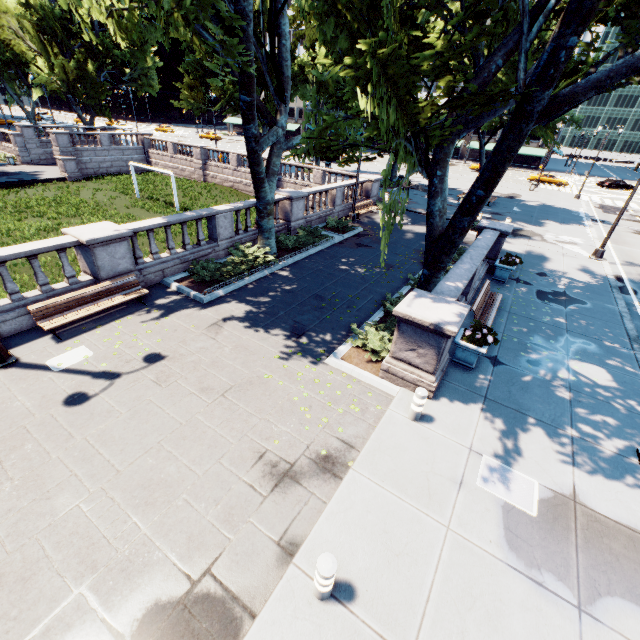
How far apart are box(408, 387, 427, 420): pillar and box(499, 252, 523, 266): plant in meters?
9.9 m

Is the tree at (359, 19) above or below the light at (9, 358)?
above

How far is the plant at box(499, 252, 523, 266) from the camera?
13.85m

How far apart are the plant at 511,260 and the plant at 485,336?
6.7m

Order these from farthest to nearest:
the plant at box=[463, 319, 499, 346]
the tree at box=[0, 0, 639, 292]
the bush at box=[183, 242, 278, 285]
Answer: the bush at box=[183, 242, 278, 285], the plant at box=[463, 319, 499, 346], the tree at box=[0, 0, 639, 292]

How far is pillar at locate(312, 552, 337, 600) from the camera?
4.1m

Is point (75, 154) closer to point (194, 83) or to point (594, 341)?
point (194, 83)

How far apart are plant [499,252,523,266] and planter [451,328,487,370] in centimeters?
665cm
